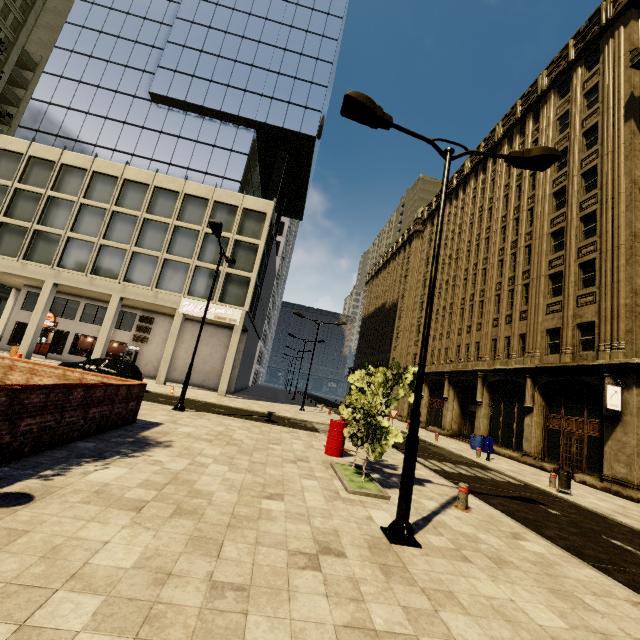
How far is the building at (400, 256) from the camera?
40.4 meters

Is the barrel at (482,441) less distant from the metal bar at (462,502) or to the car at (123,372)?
the metal bar at (462,502)

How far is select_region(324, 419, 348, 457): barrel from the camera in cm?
1072

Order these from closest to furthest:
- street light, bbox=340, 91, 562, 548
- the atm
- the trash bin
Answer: street light, bbox=340, 91, 562, 548 < the trash bin < the atm

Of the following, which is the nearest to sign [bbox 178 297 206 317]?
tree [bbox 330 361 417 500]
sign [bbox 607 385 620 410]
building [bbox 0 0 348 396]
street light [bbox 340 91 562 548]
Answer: building [bbox 0 0 348 396]

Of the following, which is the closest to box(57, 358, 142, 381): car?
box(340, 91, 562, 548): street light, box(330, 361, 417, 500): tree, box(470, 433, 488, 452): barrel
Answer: box(330, 361, 417, 500): tree

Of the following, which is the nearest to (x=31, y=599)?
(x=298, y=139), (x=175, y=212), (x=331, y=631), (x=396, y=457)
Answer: (x=331, y=631)

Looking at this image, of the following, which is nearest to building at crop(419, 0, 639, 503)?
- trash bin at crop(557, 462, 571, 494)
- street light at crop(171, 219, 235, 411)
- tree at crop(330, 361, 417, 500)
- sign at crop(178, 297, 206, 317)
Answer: sign at crop(178, 297, 206, 317)
